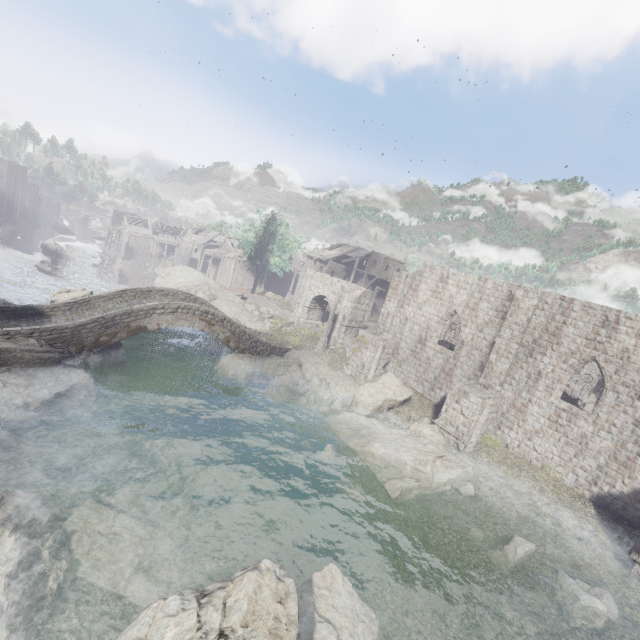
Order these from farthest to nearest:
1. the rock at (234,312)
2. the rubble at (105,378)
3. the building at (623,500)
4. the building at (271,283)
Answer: the building at (271,283), the rock at (234,312), the rubble at (105,378), the building at (623,500)

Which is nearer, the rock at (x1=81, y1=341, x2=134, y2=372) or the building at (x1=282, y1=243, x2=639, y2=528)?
the building at (x1=282, y1=243, x2=639, y2=528)

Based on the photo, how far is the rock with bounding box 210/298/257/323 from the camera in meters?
35.2

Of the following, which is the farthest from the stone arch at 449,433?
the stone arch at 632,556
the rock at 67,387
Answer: the stone arch at 632,556

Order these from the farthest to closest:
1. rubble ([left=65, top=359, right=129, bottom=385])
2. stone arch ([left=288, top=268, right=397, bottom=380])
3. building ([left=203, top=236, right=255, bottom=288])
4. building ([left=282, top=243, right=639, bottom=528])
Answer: building ([left=203, top=236, right=255, bottom=288])
stone arch ([left=288, top=268, right=397, bottom=380])
rubble ([left=65, top=359, right=129, bottom=385])
building ([left=282, top=243, right=639, bottom=528])

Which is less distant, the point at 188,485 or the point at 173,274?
the point at 188,485

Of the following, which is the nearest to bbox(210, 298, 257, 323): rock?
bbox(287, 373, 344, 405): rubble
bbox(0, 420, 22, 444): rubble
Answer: bbox(287, 373, 344, 405): rubble

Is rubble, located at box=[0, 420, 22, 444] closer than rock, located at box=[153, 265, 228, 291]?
Yes
